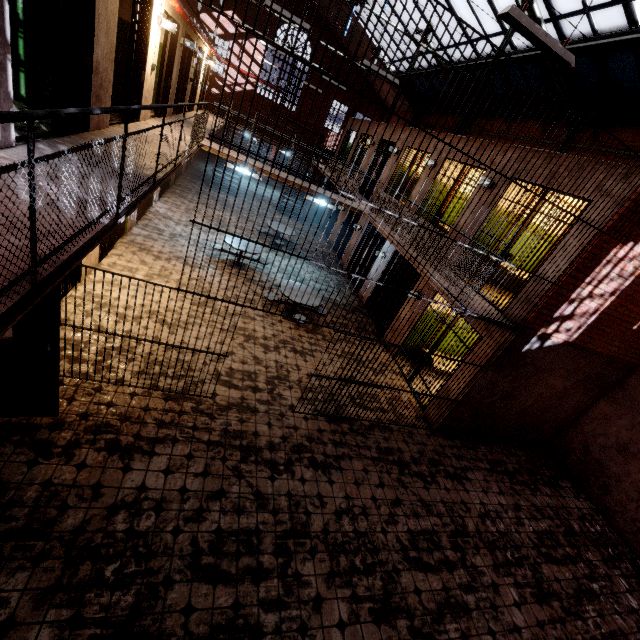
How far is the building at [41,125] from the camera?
4.4m

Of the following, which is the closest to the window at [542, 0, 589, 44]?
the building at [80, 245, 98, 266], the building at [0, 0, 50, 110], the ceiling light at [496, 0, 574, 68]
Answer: the building at [0, 0, 50, 110]

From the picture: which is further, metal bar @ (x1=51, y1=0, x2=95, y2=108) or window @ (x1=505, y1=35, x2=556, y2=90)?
window @ (x1=505, y1=35, x2=556, y2=90)

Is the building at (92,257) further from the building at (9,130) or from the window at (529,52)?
the window at (529,52)

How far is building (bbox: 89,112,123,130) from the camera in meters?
5.4 m

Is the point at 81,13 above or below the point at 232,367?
above

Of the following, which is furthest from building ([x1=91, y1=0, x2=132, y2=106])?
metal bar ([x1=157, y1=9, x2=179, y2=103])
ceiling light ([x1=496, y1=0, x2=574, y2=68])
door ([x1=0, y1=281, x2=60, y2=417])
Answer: ceiling light ([x1=496, y1=0, x2=574, y2=68])

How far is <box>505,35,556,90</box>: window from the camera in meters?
9.6 m
